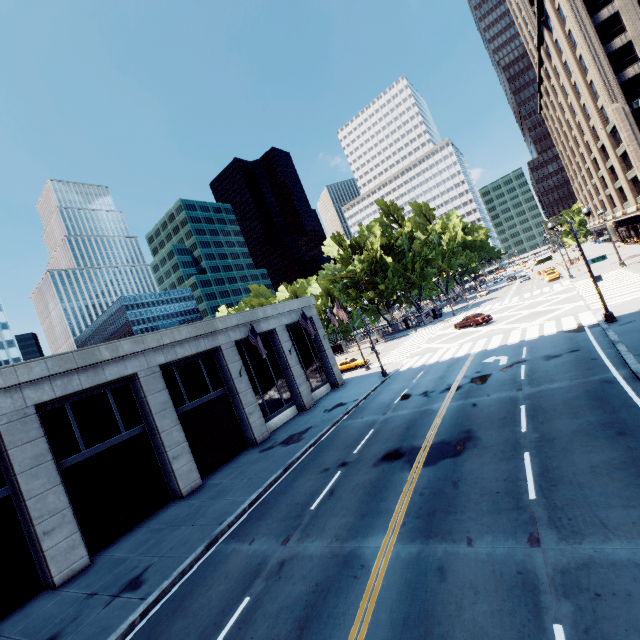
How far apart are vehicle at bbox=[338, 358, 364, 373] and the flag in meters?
18.8 m

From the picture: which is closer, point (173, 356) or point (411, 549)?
point (411, 549)

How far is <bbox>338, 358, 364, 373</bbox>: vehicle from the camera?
39.6 meters

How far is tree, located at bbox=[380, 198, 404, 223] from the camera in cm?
5788

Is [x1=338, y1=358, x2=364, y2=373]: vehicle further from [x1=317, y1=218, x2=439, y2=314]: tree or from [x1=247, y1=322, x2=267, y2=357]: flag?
[x1=247, y1=322, x2=267, y2=357]: flag

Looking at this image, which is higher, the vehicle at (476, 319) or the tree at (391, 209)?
the tree at (391, 209)

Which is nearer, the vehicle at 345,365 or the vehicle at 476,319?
the vehicle at 476,319

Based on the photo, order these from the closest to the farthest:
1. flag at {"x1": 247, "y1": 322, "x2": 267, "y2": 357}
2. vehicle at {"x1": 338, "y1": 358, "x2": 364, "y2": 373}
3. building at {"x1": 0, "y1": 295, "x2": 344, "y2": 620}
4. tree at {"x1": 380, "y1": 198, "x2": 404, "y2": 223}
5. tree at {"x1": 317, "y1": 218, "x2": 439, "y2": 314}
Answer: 1. building at {"x1": 0, "y1": 295, "x2": 344, "y2": 620}
2. flag at {"x1": 247, "y1": 322, "x2": 267, "y2": 357}
3. vehicle at {"x1": 338, "y1": 358, "x2": 364, "y2": 373}
4. tree at {"x1": 317, "y1": 218, "x2": 439, "y2": 314}
5. tree at {"x1": 380, "y1": 198, "x2": 404, "y2": 223}
